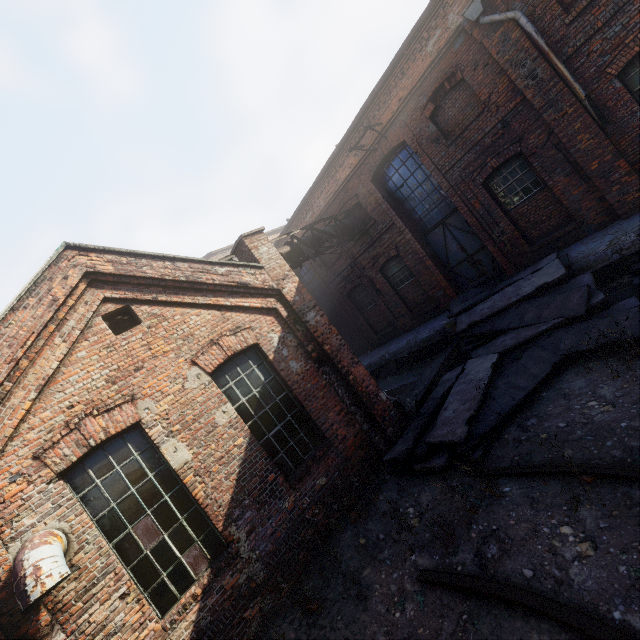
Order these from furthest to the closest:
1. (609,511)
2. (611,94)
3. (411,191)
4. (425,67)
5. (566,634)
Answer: (411,191)
(425,67)
(611,94)
(609,511)
(566,634)

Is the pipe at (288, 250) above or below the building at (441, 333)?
above

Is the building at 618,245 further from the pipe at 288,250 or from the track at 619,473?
the track at 619,473

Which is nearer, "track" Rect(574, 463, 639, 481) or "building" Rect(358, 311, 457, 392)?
"track" Rect(574, 463, 639, 481)

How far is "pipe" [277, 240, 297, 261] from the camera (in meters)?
10.62

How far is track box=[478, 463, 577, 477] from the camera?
4.4 meters

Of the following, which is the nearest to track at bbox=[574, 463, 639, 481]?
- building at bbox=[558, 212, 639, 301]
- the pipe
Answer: building at bbox=[558, 212, 639, 301]

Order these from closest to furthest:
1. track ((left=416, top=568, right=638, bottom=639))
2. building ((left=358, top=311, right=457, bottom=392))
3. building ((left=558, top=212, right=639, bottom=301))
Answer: track ((left=416, top=568, right=638, bottom=639)), building ((left=558, top=212, right=639, bottom=301)), building ((left=358, top=311, right=457, bottom=392))
